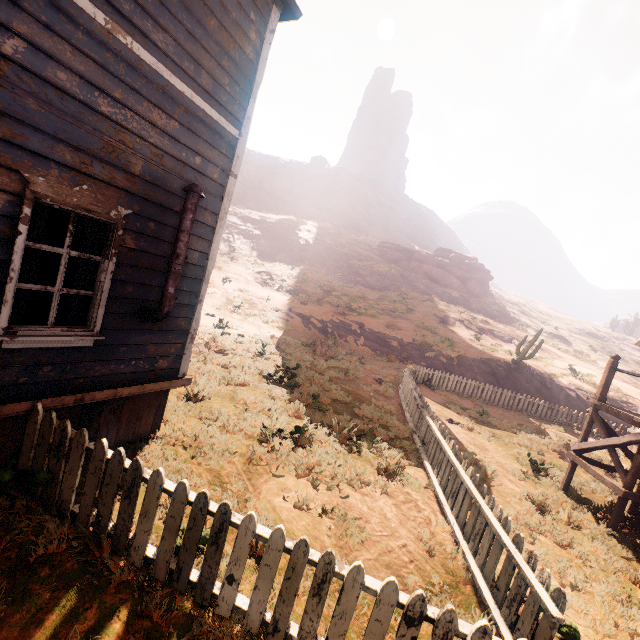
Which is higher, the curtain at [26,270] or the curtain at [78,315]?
the curtain at [26,270]

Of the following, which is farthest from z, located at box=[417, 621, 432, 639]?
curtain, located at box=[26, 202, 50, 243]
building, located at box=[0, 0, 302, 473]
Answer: curtain, located at box=[26, 202, 50, 243]

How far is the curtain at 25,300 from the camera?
3.35m

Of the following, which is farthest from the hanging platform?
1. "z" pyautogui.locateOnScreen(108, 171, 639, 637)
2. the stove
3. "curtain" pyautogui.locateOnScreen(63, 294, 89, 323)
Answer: "curtain" pyautogui.locateOnScreen(63, 294, 89, 323)

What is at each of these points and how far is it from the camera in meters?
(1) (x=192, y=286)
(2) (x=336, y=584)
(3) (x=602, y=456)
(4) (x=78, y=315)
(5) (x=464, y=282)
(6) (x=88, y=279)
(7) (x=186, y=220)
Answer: (1) building, 5.1
(2) z, 3.7
(3) z, 11.9
(4) curtain, 3.9
(5) rock, 45.5
(6) curtain, 3.9
(7) stove, 4.1

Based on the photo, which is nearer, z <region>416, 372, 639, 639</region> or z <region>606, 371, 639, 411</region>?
z <region>416, 372, 639, 639</region>

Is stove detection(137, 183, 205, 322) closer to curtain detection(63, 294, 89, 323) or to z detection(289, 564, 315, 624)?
curtain detection(63, 294, 89, 323)
